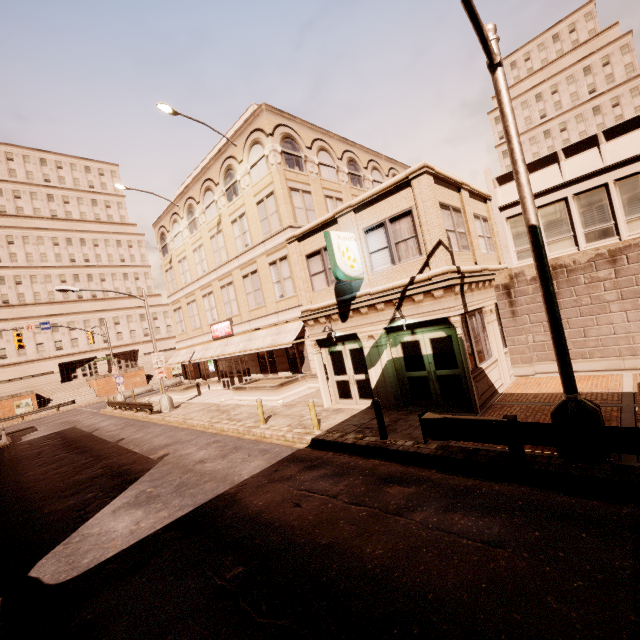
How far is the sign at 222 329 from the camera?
26.38m

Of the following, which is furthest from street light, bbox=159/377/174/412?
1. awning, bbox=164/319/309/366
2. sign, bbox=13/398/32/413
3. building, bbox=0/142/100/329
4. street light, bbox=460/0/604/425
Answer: building, bbox=0/142/100/329

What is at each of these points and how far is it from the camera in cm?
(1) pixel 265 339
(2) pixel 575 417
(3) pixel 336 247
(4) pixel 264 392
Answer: (1) awning, 2192
(2) street light, 649
(3) sign, 1161
(4) planter, 1972

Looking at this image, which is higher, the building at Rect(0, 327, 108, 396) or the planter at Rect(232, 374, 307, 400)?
the building at Rect(0, 327, 108, 396)

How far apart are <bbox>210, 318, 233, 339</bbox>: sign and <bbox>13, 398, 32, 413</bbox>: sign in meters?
34.7

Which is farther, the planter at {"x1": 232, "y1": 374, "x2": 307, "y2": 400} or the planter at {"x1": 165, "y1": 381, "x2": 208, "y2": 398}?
the planter at {"x1": 165, "y1": 381, "x2": 208, "y2": 398}

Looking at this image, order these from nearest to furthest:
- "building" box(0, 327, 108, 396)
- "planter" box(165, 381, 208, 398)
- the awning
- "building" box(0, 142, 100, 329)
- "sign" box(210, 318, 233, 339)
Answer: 1. the awning
2. "sign" box(210, 318, 233, 339)
3. "planter" box(165, 381, 208, 398)
4. "building" box(0, 327, 108, 396)
5. "building" box(0, 142, 100, 329)

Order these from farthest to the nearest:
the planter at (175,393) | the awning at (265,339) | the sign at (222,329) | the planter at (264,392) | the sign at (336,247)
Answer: the planter at (175,393), the sign at (222,329), the awning at (265,339), the planter at (264,392), the sign at (336,247)
